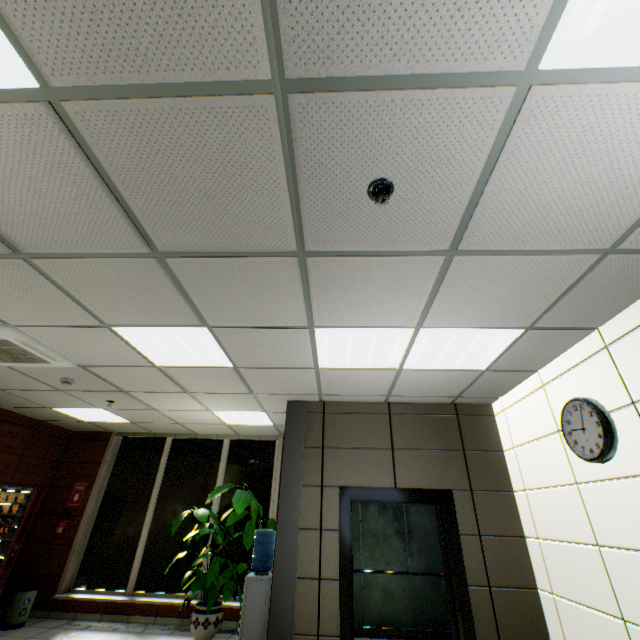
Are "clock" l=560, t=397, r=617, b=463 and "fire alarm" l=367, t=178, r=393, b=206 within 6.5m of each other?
yes

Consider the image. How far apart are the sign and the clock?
8.8 meters

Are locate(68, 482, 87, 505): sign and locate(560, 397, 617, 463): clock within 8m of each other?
no

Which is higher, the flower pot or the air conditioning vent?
the air conditioning vent

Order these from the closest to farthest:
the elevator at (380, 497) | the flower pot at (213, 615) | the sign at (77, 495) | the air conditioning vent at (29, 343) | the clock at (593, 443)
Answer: the clock at (593, 443) < the air conditioning vent at (29, 343) < the elevator at (380, 497) < the flower pot at (213, 615) < the sign at (77, 495)

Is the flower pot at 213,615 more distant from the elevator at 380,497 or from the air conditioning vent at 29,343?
the air conditioning vent at 29,343

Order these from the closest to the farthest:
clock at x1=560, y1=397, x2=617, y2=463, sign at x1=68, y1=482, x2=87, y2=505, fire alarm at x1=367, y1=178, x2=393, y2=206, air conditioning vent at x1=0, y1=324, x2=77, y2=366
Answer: fire alarm at x1=367, y1=178, x2=393, y2=206
clock at x1=560, y1=397, x2=617, y2=463
air conditioning vent at x1=0, y1=324, x2=77, y2=366
sign at x1=68, y1=482, x2=87, y2=505

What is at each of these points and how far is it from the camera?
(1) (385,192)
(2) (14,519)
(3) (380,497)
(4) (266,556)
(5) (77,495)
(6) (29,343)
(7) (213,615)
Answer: (1) fire alarm, 1.7m
(2) vending machine, 5.5m
(3) elevator, 4.3m
(4) water container, 4.3m
(5) sign, 6.9m
(6) air conditioning vent, 3.4m
(7) flower pot, 5.2m
